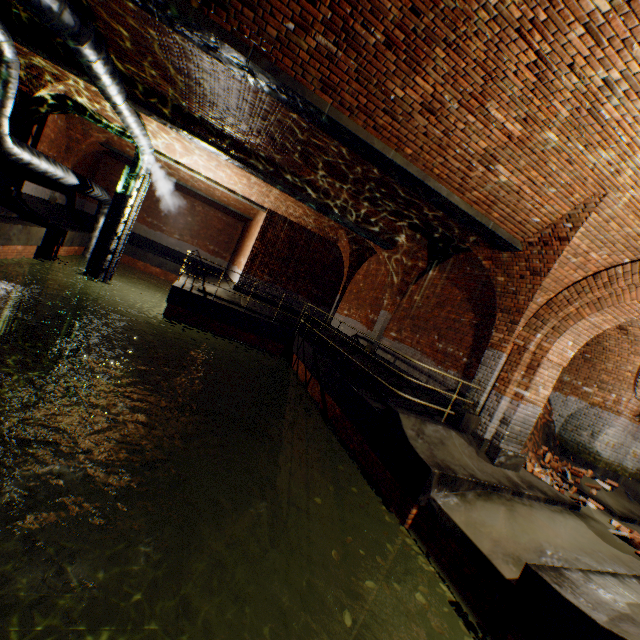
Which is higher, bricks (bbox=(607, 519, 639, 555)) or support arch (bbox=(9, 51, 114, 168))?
support arch (bbox=(9, 51, 114, 168))

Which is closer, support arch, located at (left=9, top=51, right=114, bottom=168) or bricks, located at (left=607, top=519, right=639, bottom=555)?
bricks, located at (left=607, top=519, right=639, bottom=555)

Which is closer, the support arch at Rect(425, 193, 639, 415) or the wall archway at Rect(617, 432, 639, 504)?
the support arch at Rect(425, 193, 639, 415)

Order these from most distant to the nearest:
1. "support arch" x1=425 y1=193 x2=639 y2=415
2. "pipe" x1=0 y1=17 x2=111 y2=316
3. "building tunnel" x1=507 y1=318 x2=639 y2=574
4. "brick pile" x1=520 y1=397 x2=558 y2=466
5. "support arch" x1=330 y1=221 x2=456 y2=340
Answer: "support arch" x1=330 y1=221 x2=456 y2=340 → "brick pile" x1=520 y1=397 x2=558 y2=466 → "pipe" x1=0 y1=17 x2=111 y2=316 → "building tunnel" x1=507 y1=318 x2=639 y2=574 → "support arch" x1=425 y1=193 x2=639 y2=415

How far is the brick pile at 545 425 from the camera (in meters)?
9.17

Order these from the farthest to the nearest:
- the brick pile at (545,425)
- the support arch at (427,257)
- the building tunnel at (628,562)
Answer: the support arch at (427,257), the brick pile at (545,425), the building tunnel at (628,562)

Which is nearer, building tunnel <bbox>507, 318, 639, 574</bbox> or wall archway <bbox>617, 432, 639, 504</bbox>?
building tunnel <bbox>507, 318, 639, 574</bbox>

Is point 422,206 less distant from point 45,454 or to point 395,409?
point 395,409
